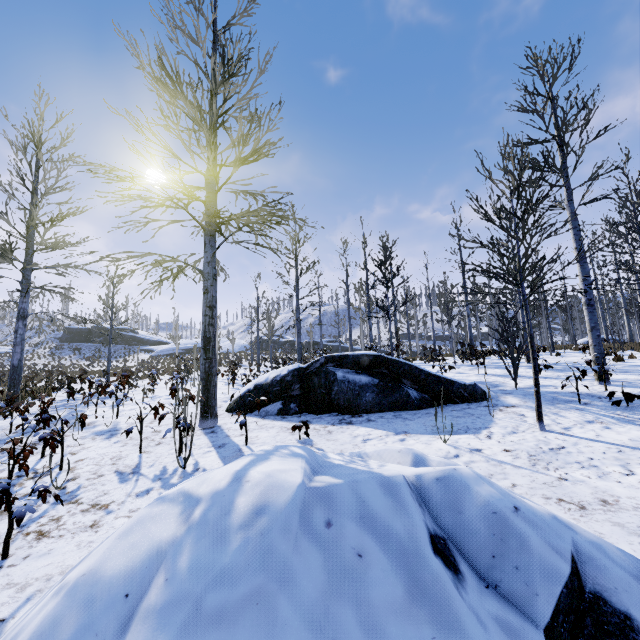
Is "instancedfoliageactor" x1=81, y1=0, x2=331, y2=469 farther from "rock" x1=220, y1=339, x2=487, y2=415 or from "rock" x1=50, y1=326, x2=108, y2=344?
"rock" x1=50, y1=326, x2=108, y2=344

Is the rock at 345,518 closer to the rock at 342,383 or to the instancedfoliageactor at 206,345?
the instancedfoliageactor at 206,345

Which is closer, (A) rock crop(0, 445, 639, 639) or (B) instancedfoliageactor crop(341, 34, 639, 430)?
(A) rock crop(0, 445, 639, 639)

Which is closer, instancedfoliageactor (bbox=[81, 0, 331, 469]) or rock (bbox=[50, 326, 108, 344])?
instancedfoliageactor (bbox=[81, 0, 331, 469])

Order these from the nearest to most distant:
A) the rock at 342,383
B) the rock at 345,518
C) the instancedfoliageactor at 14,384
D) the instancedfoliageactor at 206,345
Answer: the rock at 345,518
the instancedfoliageactor at 14,384
the instancedfoliageactor at 206,345
the rock at 342,383

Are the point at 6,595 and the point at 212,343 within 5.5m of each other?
yes

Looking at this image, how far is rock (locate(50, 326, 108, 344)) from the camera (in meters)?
49.25

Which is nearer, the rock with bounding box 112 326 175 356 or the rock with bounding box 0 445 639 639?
the rock with bounding box 0 445 639 639
